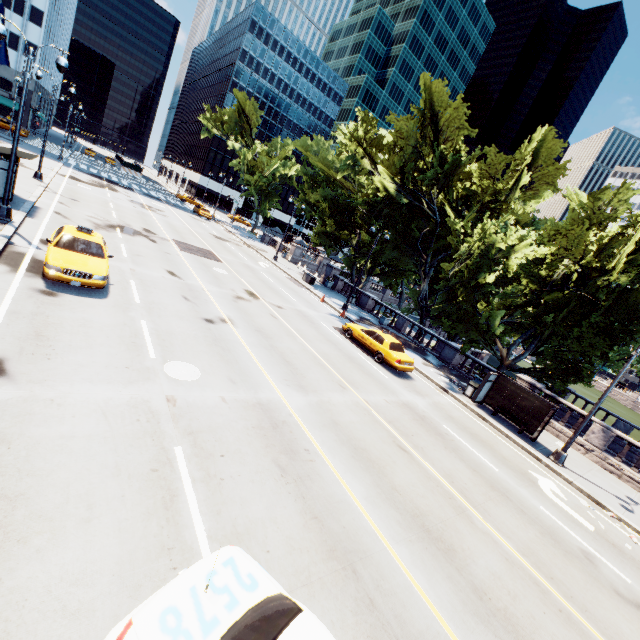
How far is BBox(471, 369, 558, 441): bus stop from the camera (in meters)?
16.42

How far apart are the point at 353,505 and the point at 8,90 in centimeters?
8988cm

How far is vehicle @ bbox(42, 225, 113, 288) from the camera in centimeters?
1084cm

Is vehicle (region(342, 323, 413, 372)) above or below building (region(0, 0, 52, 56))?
below

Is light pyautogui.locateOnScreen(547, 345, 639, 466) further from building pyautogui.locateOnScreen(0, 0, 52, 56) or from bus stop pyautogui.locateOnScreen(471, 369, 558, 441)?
building pyautogui.locateOnScreen(0, 0, 52, 56)

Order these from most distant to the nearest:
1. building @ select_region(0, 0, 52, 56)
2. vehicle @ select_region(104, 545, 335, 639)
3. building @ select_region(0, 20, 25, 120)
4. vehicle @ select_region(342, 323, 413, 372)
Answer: building @ select_region(0, 20, 25, 120) → building @ select_region(0, 0, 52, 56) → vehicle @ select_region(342, 323, 413, 372) → vehicle @ select_region(104, 545, 335, 639)

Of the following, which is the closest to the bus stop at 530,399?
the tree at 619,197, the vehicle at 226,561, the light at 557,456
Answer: the light at 557,456

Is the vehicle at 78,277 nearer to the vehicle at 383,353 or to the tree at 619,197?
the vehicle at 383,353
